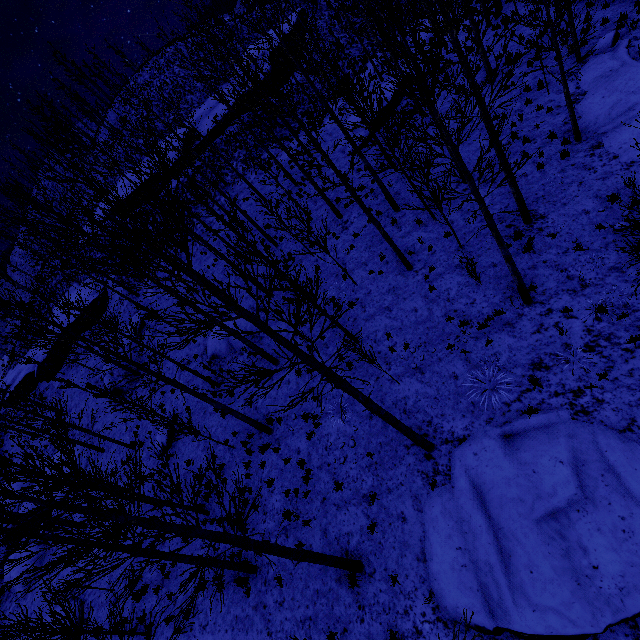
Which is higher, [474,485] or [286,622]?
[286,622]

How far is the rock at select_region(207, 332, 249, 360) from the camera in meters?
16.8 m

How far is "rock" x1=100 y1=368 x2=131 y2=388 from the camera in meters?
23.2 m

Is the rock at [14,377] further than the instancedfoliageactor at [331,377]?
Yes

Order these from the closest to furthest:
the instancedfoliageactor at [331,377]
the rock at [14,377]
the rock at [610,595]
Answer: the instancedfoliageactor at [331,377], the rock at [610,595], the rock at [14,377]

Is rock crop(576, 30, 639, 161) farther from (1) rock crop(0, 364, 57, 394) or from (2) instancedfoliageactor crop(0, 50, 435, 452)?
(1) rock crop(0, 364, 57, 394)

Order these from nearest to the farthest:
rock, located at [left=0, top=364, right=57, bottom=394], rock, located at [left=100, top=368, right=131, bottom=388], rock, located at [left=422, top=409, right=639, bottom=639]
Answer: rock, located at [left=422, top=409, right=639, bottom=639] → rock, located at [left=100, top=368, right=131, bottom=388] → rock, located at [left=0, top=364, right=57, bottom=394]

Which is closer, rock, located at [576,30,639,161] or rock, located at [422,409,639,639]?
rock, located at [422,409,639,639]
